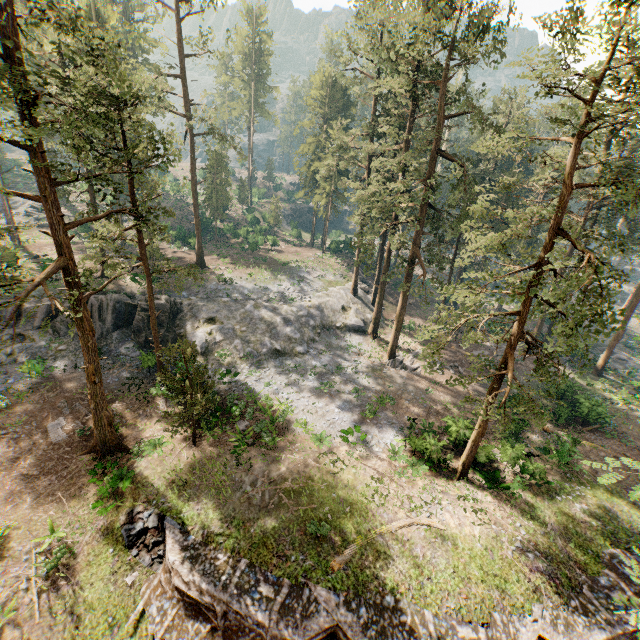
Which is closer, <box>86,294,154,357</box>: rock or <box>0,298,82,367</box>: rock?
<box>0,298,82,367</box>: rock

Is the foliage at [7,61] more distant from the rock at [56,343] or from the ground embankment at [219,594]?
the ground embankment at [219,594]

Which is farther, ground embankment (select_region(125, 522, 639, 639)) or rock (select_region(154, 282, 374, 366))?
rock (select_region(154, 282, 374, 366))

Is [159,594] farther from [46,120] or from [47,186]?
[46,120]

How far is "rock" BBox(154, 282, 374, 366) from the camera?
30.25m

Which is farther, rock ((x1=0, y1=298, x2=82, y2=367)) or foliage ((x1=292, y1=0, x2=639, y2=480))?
rock ((x1=0, y1=298, x2=82, y2=367))

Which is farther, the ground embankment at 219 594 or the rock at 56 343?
the rock at 56 343

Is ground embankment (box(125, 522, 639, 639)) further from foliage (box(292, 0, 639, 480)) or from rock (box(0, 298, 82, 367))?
rock (box(0, 298, 82, 367))
